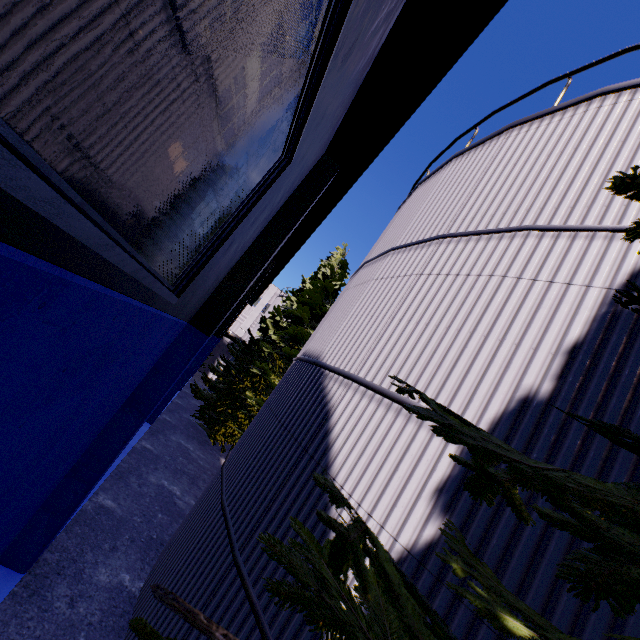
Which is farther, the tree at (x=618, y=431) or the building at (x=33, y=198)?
the tree at (x=618, y=431)

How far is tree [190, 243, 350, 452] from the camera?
18.23m

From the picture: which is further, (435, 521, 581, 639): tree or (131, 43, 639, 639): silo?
(131, 43, 639, 639): silo

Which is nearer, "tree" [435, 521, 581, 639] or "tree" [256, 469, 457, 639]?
"tree" [256, 469, 457, 639]

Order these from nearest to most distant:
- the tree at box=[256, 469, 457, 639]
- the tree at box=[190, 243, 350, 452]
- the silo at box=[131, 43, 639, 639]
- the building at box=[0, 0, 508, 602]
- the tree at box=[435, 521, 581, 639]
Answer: the tree at box=[256, 469, 457, 639] → the building at box=[0, 0, 508, 602] → the tree at box=[435, 521, 581, 639] → the silo at box=[131, 43, 639, 639] → the tree at box=[190, 243, 350, 452]

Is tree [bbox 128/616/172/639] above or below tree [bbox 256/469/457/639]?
below

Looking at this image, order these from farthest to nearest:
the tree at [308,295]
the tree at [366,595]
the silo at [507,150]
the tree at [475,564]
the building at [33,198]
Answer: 1. the tree at [308,295]
2. the silo at [507,150]
3. the tree at [475,564]
4. the building at [33,198]
5. the tree at [366,595]

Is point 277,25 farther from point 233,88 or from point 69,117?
point 69,117
